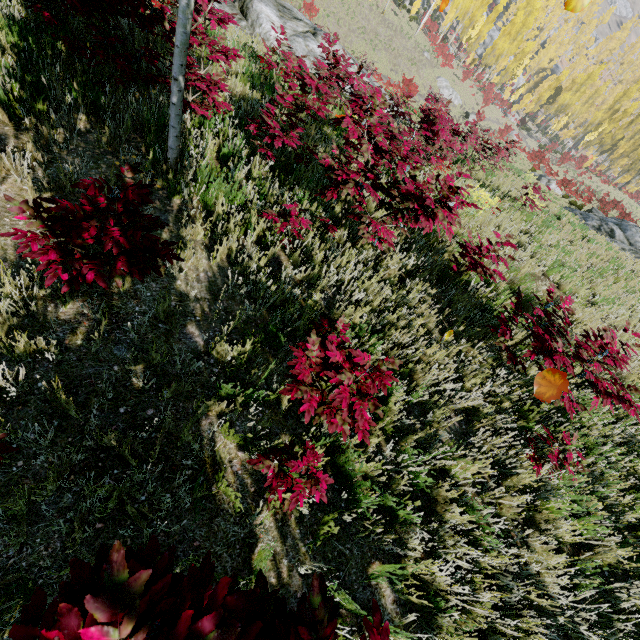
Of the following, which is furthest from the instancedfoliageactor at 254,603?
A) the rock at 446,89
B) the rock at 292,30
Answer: the rock at 292,30

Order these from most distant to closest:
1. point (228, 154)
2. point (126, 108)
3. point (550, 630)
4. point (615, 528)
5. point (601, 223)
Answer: point (601, 223) → point (228, 154) → point (126, 108) → point (615, 528) → point (550, 630)

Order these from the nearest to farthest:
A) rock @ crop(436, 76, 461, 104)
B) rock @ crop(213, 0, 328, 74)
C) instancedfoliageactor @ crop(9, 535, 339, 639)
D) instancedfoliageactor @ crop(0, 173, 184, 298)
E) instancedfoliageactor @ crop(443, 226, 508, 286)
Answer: instancedfoliageactor @ crop(9, 535, 339, 639) → instancedfoliageactor @ crop(0, 173, 184, 298) → instancedfoliageactor @ crop(443, 226, 508, 286) → rock @ crop(213, 0, 328, 74) → rock @ crop(436, 76, 461, 104)

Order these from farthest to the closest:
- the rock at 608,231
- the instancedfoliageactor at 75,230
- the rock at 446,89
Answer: the rock at 446,89 → the rock at 608,231 → the instancedfoliageactor at 75,230

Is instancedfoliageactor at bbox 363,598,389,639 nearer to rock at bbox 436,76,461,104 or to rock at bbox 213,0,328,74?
rock at bbox 436,76,461,104

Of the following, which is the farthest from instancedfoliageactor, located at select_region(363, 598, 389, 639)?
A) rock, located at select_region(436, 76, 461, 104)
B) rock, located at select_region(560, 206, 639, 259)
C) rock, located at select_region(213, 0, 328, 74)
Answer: rock, located at select_region(560, 206, 639, 259)
